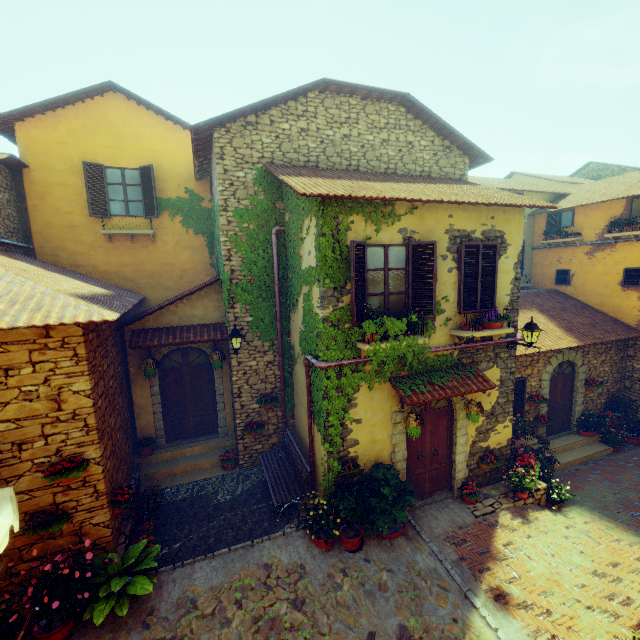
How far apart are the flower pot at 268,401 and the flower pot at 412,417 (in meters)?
3.60

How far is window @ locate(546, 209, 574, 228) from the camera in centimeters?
1363cm

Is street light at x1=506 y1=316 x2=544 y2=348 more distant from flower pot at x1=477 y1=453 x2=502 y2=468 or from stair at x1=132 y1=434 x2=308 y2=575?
stair at x1=132 y1=434 x2=308 y2=575

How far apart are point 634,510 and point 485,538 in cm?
480

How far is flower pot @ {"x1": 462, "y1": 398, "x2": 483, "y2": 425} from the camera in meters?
7.5

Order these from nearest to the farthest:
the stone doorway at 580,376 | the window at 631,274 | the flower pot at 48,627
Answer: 1. the flower pot at 48,627
2. the stone doorway at 580,376
3. the window at 631,274

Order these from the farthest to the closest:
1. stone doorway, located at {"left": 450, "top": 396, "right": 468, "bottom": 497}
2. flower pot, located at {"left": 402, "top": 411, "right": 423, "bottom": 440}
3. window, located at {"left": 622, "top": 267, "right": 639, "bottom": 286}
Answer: window, located at {"left": 622, "top": 267, "right": 639, "bottom": 286}, stone doorway, located at {"left": 450, "top": 396, "right": 468, "bottom": 497}, flower pot, located at {"left": 402, "top": 411, "right": 423, "bottom": 440}

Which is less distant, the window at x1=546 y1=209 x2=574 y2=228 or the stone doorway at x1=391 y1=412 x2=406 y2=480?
the stone doorway at x1=391 y1=412 x2=406 y2=480
